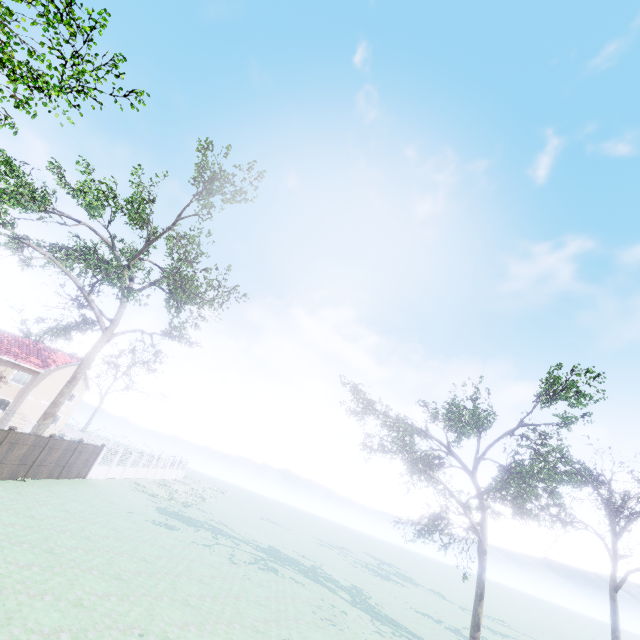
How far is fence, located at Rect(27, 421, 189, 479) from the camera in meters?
19.9

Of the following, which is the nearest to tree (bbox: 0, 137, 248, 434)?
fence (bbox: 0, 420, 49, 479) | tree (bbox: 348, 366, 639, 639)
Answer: fence (bbox: 0, 420, 49, 479)

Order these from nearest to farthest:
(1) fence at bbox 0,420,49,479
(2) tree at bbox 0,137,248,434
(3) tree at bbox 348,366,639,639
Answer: (3) tree at bbox 348,366,639,639, (1) fence at bbox 0,420,49,479, (2) tree at bbox 0,137,248,434

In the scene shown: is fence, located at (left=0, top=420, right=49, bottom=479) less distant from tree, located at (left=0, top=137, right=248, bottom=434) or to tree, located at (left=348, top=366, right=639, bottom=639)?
tree, located at (left=0, top=137, right=248, bottom=434)

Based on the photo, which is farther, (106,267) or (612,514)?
(106,267)

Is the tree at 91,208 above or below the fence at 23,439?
above

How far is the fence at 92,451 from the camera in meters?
19.9 m
